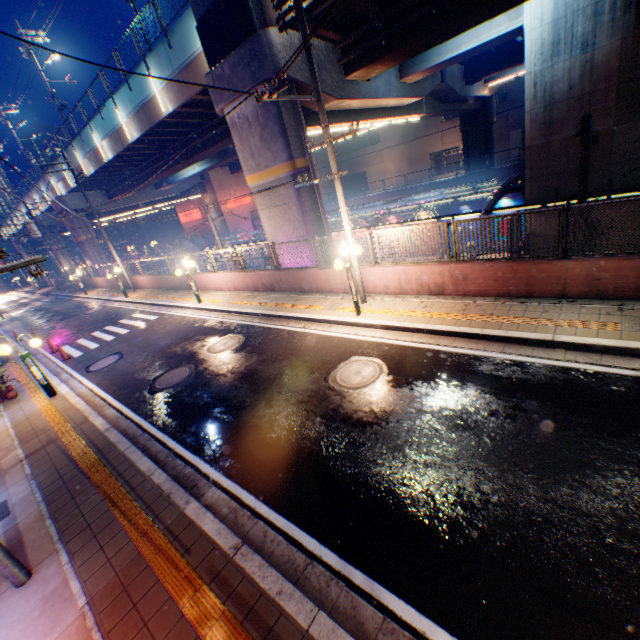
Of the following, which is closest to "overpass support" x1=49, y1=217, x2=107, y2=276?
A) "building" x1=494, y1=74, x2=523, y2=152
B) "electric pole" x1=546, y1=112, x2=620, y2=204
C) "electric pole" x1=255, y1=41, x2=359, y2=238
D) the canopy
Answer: "electric pole" x1=546, y1=112, x2=620, y2=204

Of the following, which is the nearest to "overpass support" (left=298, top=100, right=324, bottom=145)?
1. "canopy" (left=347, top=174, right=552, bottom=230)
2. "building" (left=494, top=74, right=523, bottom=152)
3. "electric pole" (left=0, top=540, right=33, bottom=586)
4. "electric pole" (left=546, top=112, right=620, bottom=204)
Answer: "electric pole" (left=546, top=112, right=620, bottom=204)

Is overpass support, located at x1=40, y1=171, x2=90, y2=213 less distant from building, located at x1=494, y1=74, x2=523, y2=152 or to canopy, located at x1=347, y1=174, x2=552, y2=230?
canopy, located at x1=347, y1=174, x2=552, y2=230

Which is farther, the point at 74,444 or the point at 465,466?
the point at 74,444

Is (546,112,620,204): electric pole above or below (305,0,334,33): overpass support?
below

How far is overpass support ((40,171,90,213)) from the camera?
30.8m

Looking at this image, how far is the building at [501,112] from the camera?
39.12m

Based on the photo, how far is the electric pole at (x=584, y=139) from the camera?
7.8 meters
